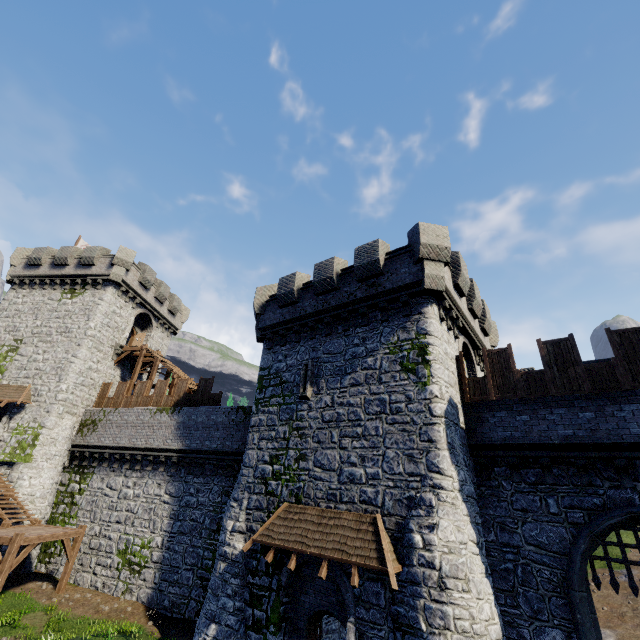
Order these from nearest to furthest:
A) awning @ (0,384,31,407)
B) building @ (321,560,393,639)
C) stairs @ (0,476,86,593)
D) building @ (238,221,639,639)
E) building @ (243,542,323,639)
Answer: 1. building @ (321,560,393,639)
2. building @ (238,221,639,639)
3. building @ (243,542,323,639)
4. stairs @ (0,476,86,593)
5. awning @ (0,384,31,407)

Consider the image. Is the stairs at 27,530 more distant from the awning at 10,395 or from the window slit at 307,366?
the window slit at 307,366

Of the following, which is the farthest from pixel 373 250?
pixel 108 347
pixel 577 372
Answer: pixel 108 347

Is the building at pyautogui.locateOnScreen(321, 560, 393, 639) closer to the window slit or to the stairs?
the window slit

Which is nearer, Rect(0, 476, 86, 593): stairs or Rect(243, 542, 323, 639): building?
Rect(243, 542, 323, 639): building

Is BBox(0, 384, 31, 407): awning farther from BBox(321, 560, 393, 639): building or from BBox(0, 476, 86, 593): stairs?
BBox(321, 560, 393, 639): building

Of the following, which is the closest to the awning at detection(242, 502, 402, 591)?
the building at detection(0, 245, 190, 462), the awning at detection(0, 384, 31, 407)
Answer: the building at detection(0, 245, 190, 462)

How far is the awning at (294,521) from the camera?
9.6m
